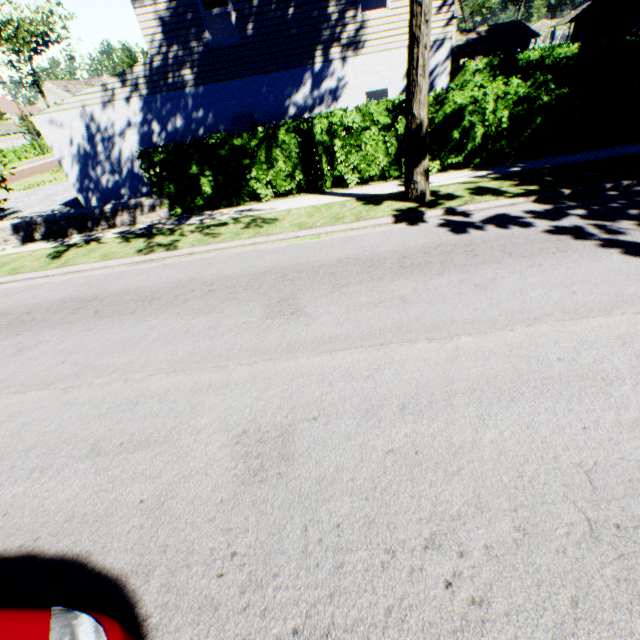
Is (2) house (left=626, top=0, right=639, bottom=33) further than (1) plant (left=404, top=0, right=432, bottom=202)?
Yes

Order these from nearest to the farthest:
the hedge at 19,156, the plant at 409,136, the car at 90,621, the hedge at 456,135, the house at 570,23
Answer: the car at 90,621 < the plant at 409,136 < the hedge at 456,135 < the hedge at 19,156 < the house at 570,23

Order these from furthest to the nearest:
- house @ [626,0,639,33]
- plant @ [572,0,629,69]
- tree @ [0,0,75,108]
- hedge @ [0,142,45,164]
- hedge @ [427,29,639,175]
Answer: tree @ [0,0,75,108], hedge @ [0,142,45,164], house @ [626,0,639,33], plant @ [572,0,629,69], hedge @ [427,29,639,175]

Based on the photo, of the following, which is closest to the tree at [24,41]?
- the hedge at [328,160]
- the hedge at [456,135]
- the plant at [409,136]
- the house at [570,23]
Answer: the hedge at [456,135]

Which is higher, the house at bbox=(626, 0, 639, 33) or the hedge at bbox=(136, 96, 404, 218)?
the house at bbox=(626, 0, 639, 33)

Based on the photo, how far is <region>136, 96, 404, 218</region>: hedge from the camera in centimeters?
961cm

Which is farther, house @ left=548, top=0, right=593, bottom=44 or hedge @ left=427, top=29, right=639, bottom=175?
house @ left=548, top=0, right=593, bottom=44

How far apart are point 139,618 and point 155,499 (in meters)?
0.91
